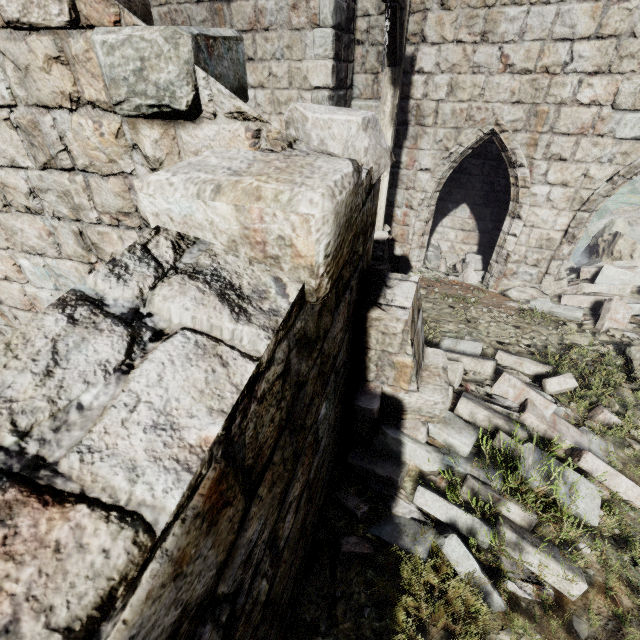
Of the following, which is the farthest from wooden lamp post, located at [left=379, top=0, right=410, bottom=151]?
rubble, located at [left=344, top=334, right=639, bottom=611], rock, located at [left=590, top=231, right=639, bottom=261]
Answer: rock, located at [left=590, top=231, right=639, bottom=261]

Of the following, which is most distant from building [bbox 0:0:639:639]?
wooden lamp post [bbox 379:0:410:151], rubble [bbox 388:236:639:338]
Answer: wooden lamp post [bbox 379:0:410:151]

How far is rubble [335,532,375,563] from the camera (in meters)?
2.91

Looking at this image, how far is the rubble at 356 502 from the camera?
3.17m

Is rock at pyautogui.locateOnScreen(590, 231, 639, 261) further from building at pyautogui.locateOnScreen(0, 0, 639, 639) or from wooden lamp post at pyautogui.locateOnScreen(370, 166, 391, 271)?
wooden lamp post at pyautogui.locateOnScreen(370, 166, 391, 271)

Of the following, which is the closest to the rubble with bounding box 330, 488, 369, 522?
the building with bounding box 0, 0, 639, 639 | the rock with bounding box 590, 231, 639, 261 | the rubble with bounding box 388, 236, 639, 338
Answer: the building with bounding box 0, 0, 639, 639

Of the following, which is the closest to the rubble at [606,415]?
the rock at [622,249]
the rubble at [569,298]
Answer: the rubble at [569,298]

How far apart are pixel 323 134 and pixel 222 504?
2.3m
